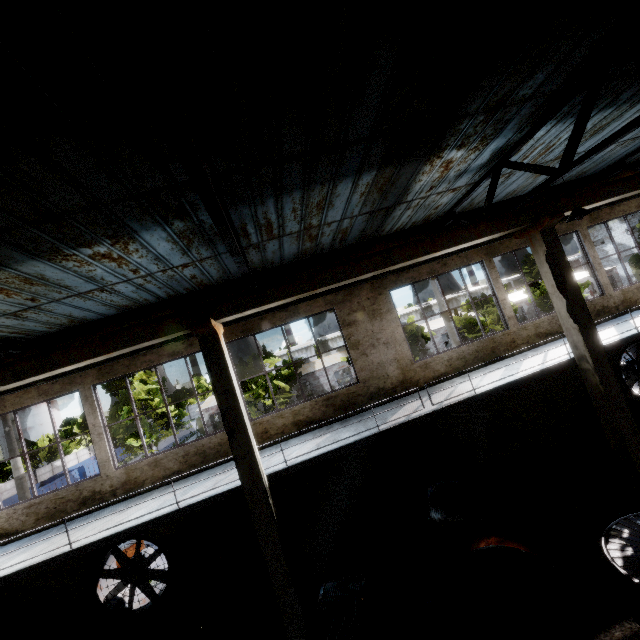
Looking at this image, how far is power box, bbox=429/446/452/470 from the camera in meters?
10.4 m

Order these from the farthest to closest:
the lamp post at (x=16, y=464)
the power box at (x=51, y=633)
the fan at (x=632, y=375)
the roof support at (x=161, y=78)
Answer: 1. the lamp post at (x=16, y=464)
2. the fan at (x=632, y=375)
3. the power box at (x=51, y=633)
4. the roof support at (x=161, y=78)

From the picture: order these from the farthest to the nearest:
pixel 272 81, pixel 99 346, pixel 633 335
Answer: pixel 633 335
pixel 99 346
pixel 272 81

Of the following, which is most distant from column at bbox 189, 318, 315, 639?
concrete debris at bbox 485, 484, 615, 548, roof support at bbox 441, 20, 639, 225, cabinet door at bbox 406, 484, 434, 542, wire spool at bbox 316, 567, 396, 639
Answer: roof support at bbox 441, 20, 639, 225

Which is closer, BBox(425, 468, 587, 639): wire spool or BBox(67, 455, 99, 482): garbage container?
BBox(425, 468, 587, 639): wire spool

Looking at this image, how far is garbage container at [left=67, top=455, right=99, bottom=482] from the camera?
39.54m

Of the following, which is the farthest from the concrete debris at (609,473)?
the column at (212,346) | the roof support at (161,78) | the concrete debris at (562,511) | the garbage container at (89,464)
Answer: the garbage container at (89,464)

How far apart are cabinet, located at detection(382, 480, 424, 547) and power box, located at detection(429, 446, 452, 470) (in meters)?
1.13
